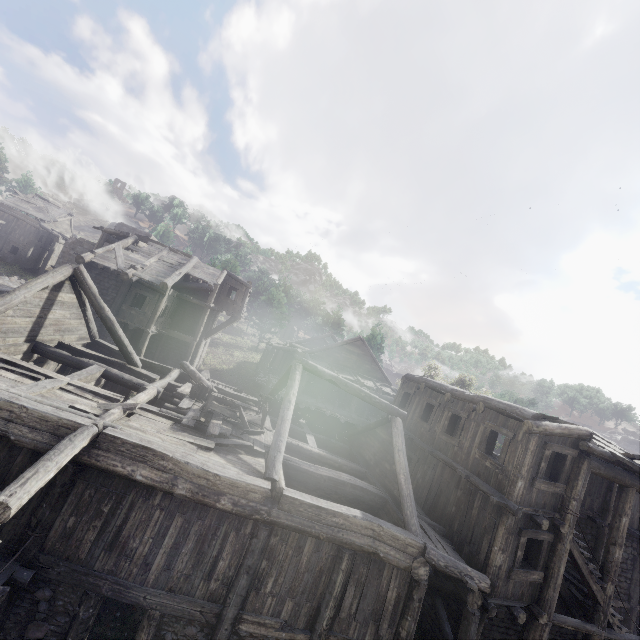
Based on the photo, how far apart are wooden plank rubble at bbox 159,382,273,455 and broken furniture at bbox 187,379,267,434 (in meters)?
0.01

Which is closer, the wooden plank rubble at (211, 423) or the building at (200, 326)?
the building at (200, 326)

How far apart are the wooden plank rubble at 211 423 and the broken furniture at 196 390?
0.0m

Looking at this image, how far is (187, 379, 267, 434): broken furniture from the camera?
11.22m

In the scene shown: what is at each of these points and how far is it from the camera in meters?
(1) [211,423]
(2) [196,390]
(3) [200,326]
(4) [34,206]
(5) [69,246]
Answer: (1) wooden plank rubble, 10.7 m
(2) broken furniture, 12.5 m
(3) building, 23.4 m
(4) wooden plank rubble, 39.6 m
(5) stone arch, 33.1 m

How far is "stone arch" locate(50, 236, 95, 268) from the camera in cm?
3291

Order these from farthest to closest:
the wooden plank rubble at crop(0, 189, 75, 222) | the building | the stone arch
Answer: the wooden plank rubble at crop(0, 189, 75, 222) → the stone arch → the building

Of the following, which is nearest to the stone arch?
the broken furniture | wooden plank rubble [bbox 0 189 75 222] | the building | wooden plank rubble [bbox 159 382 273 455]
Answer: the building
